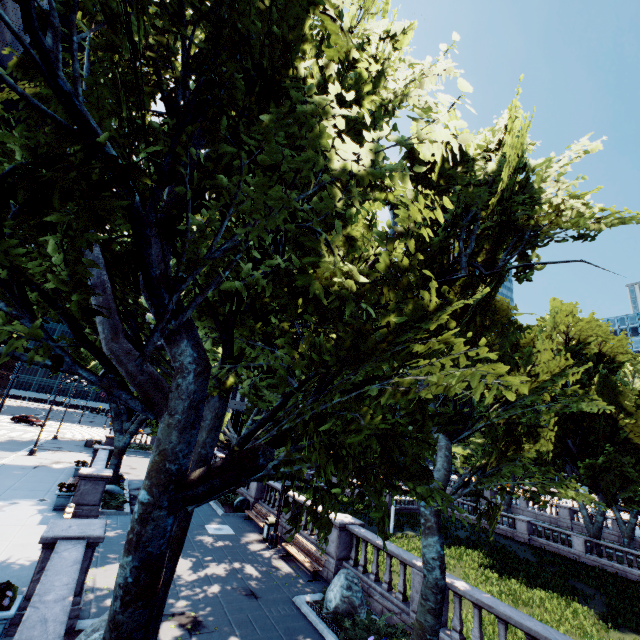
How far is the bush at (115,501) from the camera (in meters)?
17.67

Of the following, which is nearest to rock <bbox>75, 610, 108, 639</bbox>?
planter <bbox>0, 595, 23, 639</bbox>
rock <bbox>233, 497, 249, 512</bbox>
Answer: planter <bbox>0, 595, 23, 639</bbox>

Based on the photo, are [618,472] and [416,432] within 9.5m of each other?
no

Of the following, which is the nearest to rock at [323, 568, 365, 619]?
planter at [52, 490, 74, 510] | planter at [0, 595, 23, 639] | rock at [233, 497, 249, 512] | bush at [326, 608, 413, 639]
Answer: bush at [326, 608, 413, 639]

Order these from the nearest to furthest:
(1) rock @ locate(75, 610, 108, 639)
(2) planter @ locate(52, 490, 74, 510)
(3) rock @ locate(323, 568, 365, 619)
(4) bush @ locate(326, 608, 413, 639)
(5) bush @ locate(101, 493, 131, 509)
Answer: (1) rock @ locate(75, 610, 108, 639) < (4) bush @ locate(326, 608, 413, 639) < (3) rock @ locate(323, 568, 365, 619) < (2) planter @ locate(52, 490, 74, 510) < (5) bush @ locate(101, 493, 131, 509)

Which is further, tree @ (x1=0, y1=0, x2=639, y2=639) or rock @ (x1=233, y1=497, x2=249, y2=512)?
rock @ (x1=233, y1=497, x2=249, y2=512)

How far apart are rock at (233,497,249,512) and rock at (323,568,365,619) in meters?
11.1 m

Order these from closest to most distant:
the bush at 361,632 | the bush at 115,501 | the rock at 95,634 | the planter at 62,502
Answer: the rock at 95,634 → the bush at 361,632 → the planter at 62,502 → the bush at 115,501
